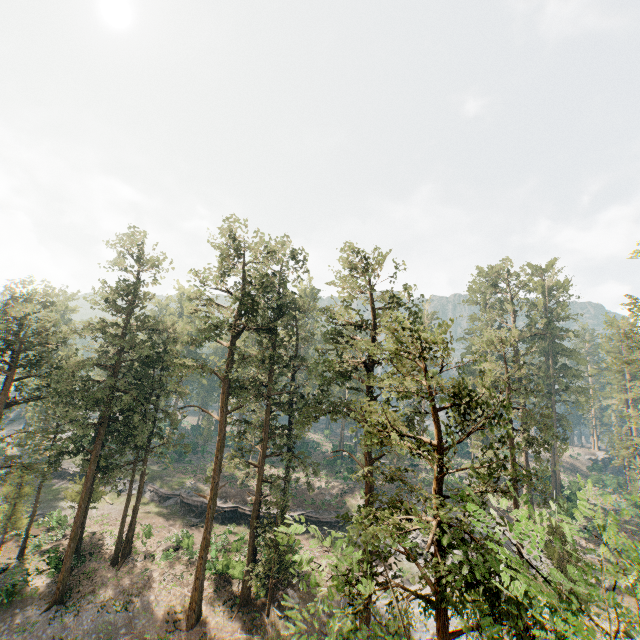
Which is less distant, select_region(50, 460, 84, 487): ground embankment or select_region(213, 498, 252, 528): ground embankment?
select_region(213, 498, 252, 528): ground embankment

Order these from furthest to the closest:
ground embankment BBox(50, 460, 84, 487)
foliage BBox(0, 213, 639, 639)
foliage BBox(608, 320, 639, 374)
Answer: ground embankment BBox(50, 460, 84, 487) < foliage BBox(608, 320, 639, 374) < foliage BBox(0, 213, 639, 639)

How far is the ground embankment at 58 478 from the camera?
48.00m

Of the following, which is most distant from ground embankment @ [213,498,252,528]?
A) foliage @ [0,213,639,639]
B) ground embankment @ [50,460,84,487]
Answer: ground embankment @ [50,460,84,487]

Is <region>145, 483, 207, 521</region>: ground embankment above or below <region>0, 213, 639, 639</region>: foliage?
below

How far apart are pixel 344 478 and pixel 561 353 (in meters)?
43.26

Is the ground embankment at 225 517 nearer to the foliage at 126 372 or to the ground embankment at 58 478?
the foliage at 126 372

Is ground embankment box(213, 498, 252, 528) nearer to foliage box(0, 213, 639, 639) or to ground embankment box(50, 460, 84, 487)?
foliage box(0, 213, 639, 639)
